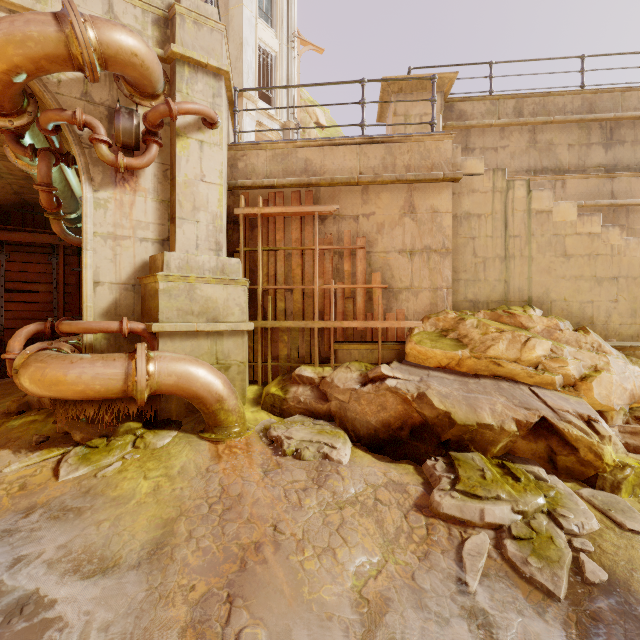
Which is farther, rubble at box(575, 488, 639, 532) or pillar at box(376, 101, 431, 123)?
pillar at box(376, 101, 431, 123)

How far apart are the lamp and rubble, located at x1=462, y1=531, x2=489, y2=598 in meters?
5.5 m

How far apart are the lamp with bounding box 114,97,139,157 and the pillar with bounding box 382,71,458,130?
5.2m

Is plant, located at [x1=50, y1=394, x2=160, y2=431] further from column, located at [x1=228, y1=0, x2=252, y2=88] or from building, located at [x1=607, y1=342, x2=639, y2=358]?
column, located at [x1=228, y1=0, x2=252, y2=88]

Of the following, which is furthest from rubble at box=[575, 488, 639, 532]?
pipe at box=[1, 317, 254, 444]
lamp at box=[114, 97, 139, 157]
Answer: lamp at box=[114, 97, 139, 157]

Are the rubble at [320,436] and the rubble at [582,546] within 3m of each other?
yes

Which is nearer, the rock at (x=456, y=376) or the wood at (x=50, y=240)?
the rock at (x=456, y=376)

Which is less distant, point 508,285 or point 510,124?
point 508,285
